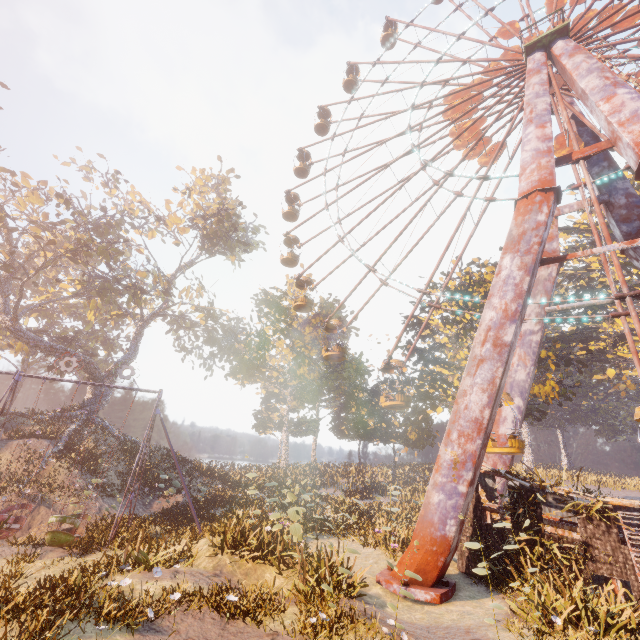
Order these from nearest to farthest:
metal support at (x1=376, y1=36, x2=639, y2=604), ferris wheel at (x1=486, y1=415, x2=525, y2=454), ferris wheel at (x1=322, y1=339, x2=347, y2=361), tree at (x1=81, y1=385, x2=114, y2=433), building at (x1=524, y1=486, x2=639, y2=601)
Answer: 1. building at (x1=524, y1=486, x2=639, y2=601)
2. metal support at (x1=376, y1=36, x2=639, y2=604)
3. ferris wheel at (x1=486, y1=415, x2=525, y2=454)
4. ferris wheel at (x1=322, y1=339, x2=347, y2=361)
5. tree at (x1=81, y1=385, x2=114, y2=433)

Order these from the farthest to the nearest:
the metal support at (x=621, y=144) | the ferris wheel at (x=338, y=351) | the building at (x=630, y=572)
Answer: the ferris wheel at (x=338, y=351) → the metal support at (x=621, y=144) → the building at (x=630, y=572)

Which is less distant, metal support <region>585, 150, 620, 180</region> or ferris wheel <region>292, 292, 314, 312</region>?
metal support <region>585, 150, 620, 180</region>

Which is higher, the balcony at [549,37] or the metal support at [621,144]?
the balcony at [549,37]

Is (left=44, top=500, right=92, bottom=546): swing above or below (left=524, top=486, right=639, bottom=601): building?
below

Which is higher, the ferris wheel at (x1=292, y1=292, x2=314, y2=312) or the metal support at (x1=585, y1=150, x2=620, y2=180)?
the metal support at (x1=585, y1=150, x2=620, y2=180)

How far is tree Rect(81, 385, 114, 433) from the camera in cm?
2691

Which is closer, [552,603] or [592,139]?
[552,603]
